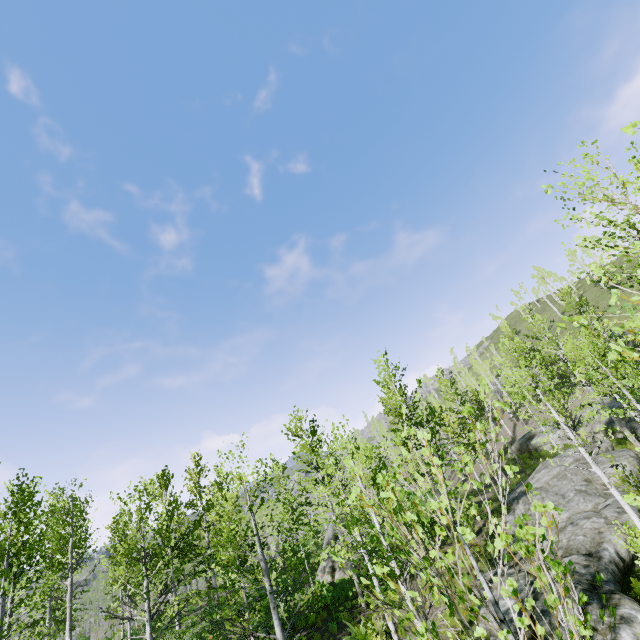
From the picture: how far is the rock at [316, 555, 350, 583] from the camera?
19.2m

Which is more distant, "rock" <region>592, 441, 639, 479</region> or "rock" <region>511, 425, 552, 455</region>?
"rock" <region>511, 425, 552, 455</region>

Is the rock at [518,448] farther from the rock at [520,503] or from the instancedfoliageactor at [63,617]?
the rock at [520,503]

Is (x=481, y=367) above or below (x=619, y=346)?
above

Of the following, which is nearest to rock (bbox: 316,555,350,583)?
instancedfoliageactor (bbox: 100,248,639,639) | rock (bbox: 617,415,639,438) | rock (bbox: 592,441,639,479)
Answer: instancedfoliageactor (bbox: 100,248,639,639)

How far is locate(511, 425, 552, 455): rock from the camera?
33.16m

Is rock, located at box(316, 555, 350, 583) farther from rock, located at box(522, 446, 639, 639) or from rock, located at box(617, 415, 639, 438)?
rock, located at box(617, 415, 639, 438)

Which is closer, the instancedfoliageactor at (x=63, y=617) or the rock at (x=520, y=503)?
the instancedfoliageactor at (x=63, y=617)
